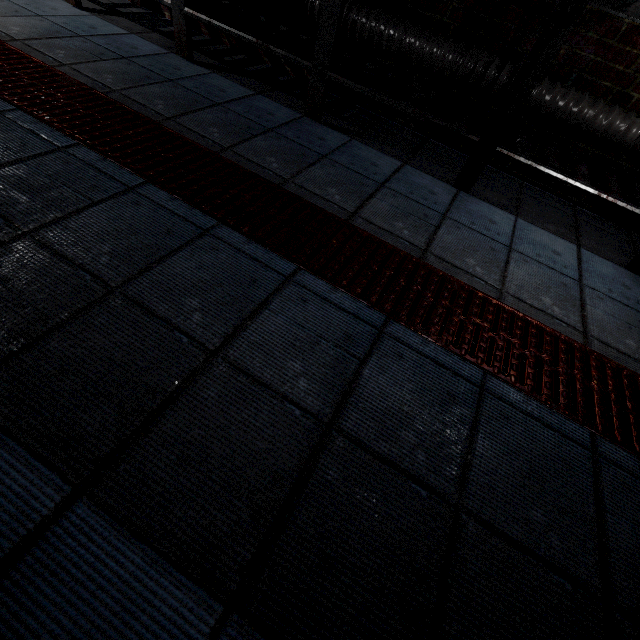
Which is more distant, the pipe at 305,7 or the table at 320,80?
the pipe at 305,7

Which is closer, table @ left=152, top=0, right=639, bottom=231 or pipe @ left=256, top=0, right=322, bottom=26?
table @ left=152, top=0, right=639, bottom=231

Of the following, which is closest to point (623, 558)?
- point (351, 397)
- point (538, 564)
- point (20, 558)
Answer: point (538, 564)
